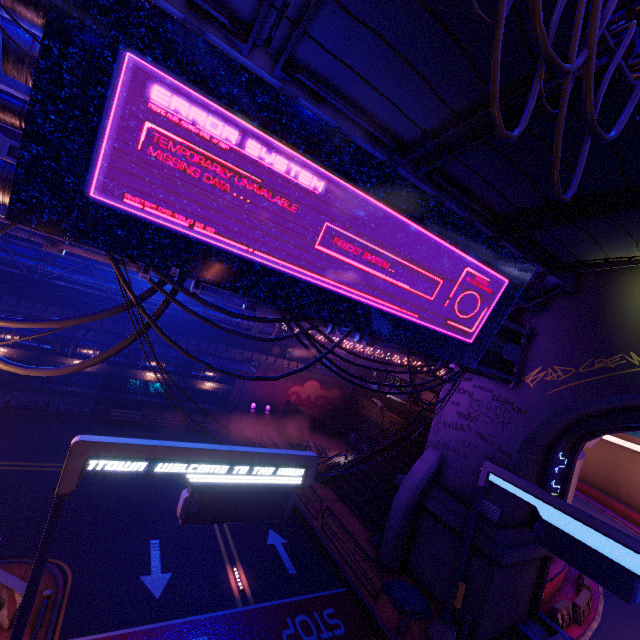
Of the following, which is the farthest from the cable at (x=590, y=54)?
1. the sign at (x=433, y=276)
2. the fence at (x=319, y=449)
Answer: the fence at (x=319, y=449)

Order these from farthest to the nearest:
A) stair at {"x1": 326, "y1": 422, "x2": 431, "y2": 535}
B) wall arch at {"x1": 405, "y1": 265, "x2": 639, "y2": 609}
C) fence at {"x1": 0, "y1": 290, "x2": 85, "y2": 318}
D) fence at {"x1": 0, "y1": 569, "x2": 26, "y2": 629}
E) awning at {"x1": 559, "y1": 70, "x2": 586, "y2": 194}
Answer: fence at {"x1": 0, "y1": 290, "x2": 85, "y2": 318}, stair at {"x1": 326, "y1": 422, "x2": 431, "y2": 535}, wall arch at {"x1": 405, "y1": 265, "x2": 639, "y2": 609}, fence at {"x1": 0, "y1": 569, "x2": 26, "y2": 629}, awning at {"x1": 559, "y1": 70, "x2": 586, "y2": 194}

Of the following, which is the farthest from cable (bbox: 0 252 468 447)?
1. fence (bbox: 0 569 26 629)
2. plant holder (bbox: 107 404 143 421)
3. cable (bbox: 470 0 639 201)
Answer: plant holder (bbox: 107 404 143 421)

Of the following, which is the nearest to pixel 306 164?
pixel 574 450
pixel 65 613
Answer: pixel 65 613

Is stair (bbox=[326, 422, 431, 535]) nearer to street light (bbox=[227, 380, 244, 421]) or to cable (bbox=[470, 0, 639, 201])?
street light (bbox=[227, 380, 244, 421])

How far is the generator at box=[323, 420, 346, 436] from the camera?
34.9m

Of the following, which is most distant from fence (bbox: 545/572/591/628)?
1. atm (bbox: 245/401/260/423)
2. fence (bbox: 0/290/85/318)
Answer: fence (bbox: 0/290/85/318)

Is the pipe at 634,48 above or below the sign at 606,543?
above
